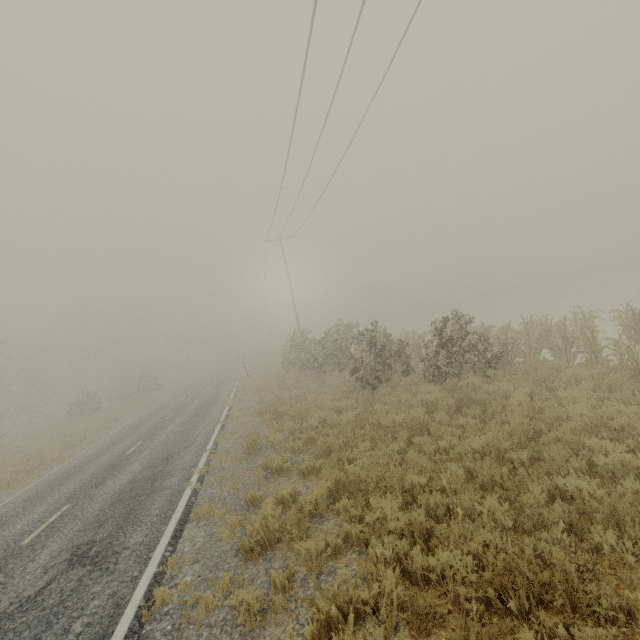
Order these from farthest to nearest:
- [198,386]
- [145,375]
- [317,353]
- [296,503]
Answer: [145,375] < [198,386] < [317,353] < [296,503]
